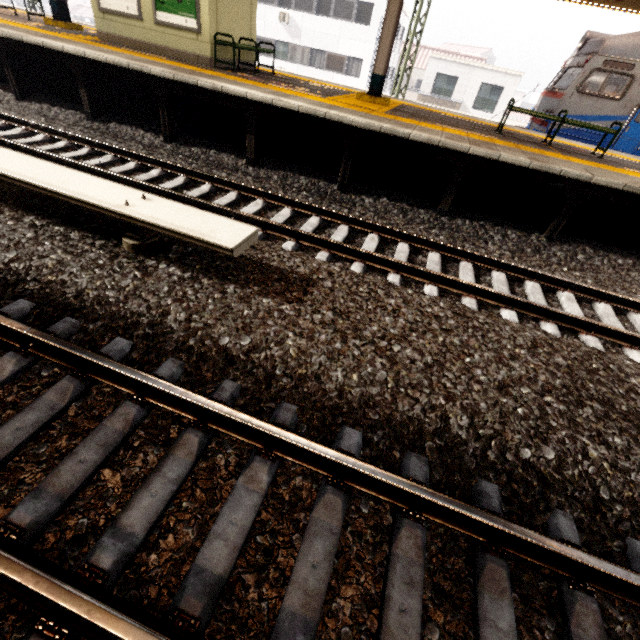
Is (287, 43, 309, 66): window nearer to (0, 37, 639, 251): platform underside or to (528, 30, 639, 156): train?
(528, 30, 639, 156): train

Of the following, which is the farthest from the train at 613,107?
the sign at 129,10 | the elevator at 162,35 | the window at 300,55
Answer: the window at 300,55

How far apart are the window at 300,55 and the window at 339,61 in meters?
1.1

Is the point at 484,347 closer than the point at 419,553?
No

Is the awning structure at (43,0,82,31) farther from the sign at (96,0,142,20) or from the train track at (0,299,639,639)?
the train track at (0,299,639,639)

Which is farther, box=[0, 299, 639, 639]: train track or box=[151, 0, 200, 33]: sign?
box=[151, 0, 200, 33]: sign

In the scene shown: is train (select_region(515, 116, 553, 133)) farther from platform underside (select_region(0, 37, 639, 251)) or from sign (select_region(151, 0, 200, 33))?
sign (select_region(151, 0, 200, 33))

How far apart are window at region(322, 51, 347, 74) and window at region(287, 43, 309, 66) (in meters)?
1.09
